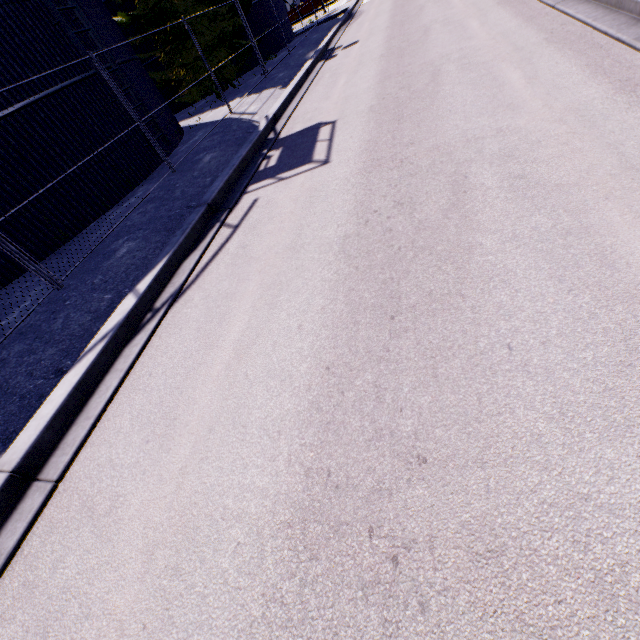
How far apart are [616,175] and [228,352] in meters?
4.3 m

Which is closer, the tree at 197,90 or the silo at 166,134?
the silo at 166,134

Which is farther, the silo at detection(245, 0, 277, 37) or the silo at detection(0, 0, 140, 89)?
the silo at detection(245, 0, 277, 37)

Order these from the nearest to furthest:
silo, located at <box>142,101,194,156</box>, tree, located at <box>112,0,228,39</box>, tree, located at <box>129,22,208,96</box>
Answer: silo, located at <box>142,101,194,156</box> < tree, located at <box>112,0,228,39</box> < tree, located at <box>129,22,208,96</box>

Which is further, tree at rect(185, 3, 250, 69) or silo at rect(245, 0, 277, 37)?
silo at rect(245, 0, 277, 37)

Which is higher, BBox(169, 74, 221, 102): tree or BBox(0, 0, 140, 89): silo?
BBox(0, 0, 140, 89): silo
